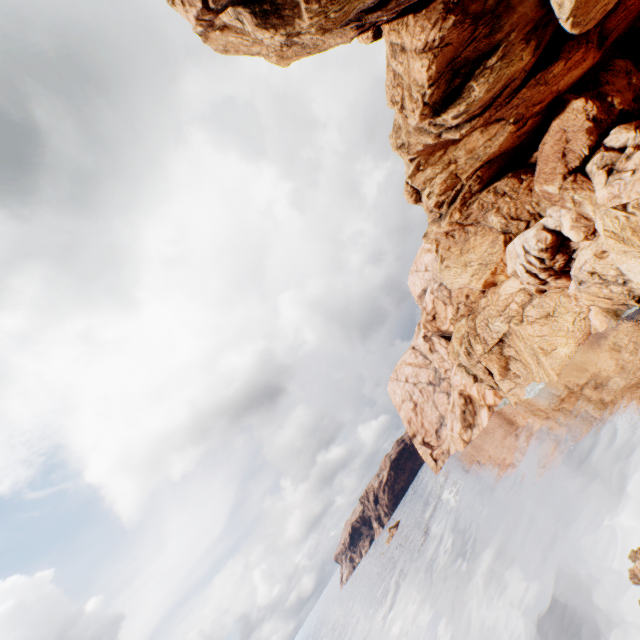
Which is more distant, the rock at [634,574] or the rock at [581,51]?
the rock at [581,51]

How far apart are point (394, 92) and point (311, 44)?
10.27m

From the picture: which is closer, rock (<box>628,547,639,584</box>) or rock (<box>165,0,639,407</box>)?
rock (<box>628,547,639,584</box>)

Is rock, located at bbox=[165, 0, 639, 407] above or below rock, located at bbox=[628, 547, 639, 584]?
above

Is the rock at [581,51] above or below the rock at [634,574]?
above
